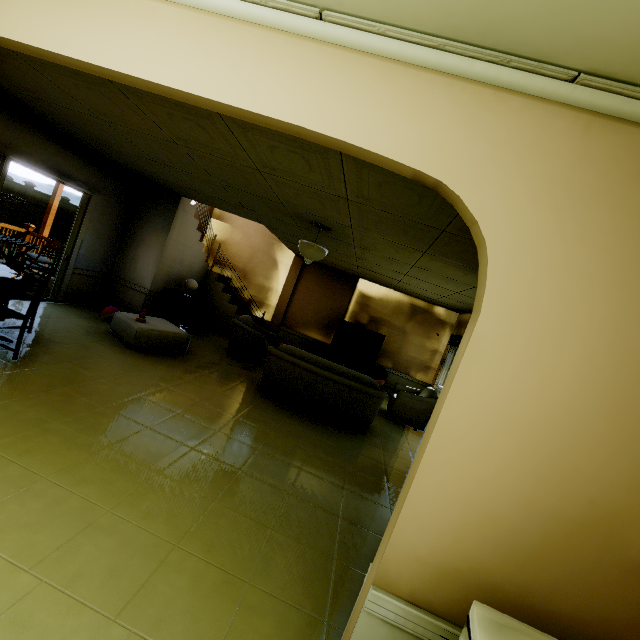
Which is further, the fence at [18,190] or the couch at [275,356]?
the fence at [18,190]

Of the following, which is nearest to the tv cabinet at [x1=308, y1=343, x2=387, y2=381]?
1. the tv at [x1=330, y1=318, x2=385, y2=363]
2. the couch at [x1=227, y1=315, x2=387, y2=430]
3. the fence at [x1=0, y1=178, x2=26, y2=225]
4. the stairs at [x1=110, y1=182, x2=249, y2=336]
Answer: the tv at [x1=330, y1=318, x2=385, y2=363]

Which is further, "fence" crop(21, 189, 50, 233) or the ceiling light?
"fence" crop(21, 189, 50, 233)

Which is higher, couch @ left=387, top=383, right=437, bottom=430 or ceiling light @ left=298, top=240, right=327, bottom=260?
ceiling light @ left=298, top=240, right=327, bottom=260

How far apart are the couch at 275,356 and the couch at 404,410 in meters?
0.8 m

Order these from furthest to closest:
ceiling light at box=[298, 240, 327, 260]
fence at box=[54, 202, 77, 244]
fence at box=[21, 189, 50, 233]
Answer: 1. fence at box=[54, 202, 77, 244]
2. fence at box=[21, 189, 50, 233]
3. ceiling light at box=[298, 240, 327, 260]

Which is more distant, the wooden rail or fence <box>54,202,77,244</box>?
fence <box>54,202,77,244</box>

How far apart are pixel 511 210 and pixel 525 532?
1.3 meters
